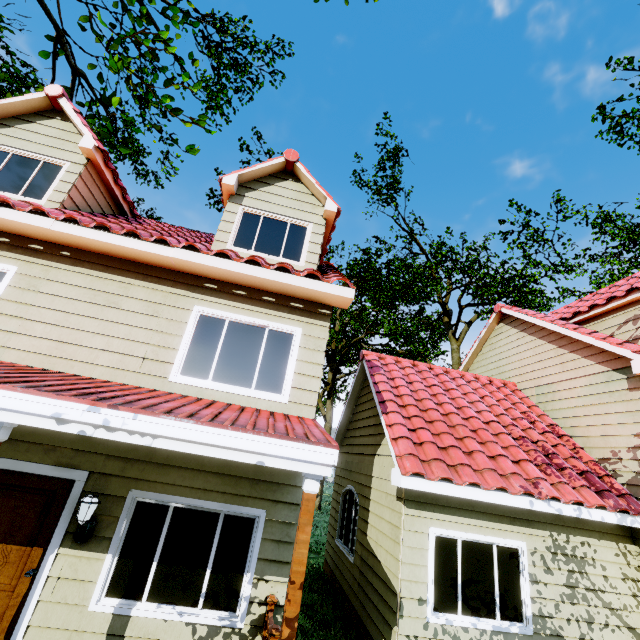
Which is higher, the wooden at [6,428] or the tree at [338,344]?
the tree at [338,344]

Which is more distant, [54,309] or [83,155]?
[83,155]

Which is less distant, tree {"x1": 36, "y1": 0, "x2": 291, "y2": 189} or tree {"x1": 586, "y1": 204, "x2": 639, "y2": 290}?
tree {"x1": 36, "y1": 0, "x2": 291, "y2": 189}

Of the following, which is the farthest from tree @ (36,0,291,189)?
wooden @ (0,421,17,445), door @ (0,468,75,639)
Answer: door @ (0,468,75,639)

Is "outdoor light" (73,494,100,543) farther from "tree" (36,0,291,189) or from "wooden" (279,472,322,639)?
"tree" (36,0,291,189)

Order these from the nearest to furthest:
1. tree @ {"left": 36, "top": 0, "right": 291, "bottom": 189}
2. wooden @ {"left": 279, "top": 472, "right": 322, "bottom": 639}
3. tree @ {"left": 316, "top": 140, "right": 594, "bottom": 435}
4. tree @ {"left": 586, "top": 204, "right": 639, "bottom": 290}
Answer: wooden @ {"left": 279, "top": 472, "right": 322, "bottom": 639} → tree @ {"left": 36, "top": 0, "right": 291, "bottom": 189} → tree @ {"left": 586, "top": 204, "right": 639, "bottom": 290} → tree @ {"left": 316, "top": 140, "right": 594, "bottom": 435}

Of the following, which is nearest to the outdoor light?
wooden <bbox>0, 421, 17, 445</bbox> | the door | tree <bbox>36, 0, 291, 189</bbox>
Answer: the door

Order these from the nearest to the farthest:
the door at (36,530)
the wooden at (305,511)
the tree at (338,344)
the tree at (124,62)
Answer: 1. the wooden at (305,511)
2. the door at (36,530)
3. the tree at (124,62)
4. the tree at (338,344)
